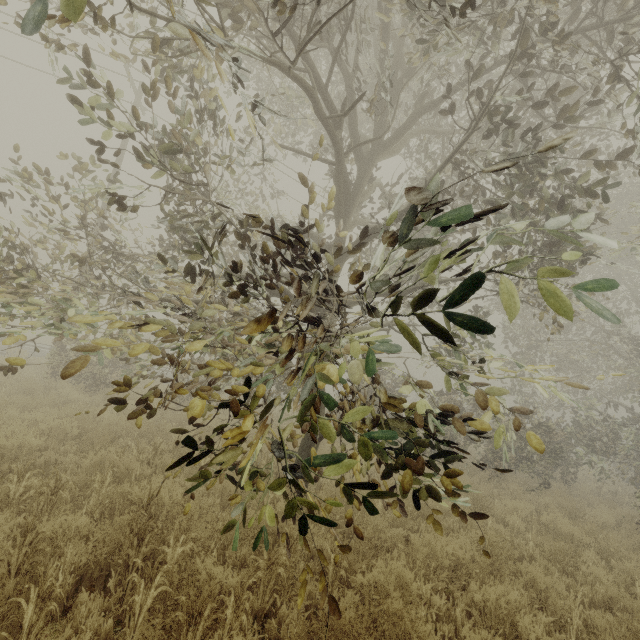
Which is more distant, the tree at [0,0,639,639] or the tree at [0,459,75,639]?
the tree at [0,459,75,639]

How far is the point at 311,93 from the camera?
5.10m

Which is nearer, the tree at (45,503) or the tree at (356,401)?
the tree at (356,401)

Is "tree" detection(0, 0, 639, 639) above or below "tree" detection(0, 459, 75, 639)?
above

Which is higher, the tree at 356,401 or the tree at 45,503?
the tree at 356,401
